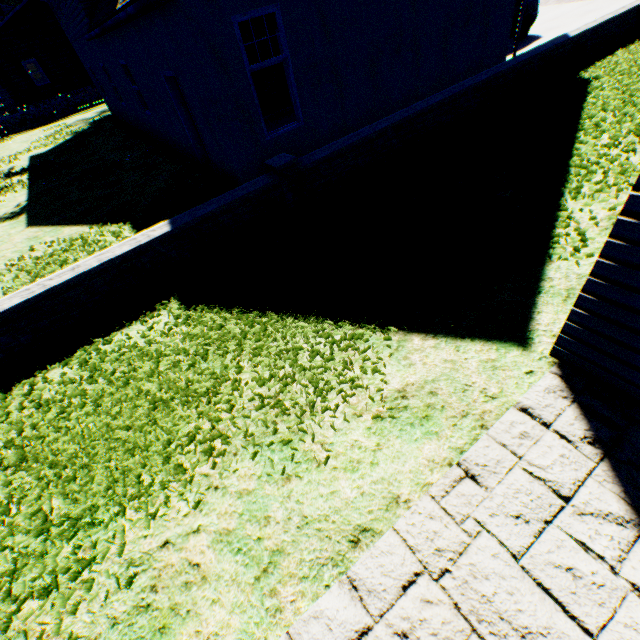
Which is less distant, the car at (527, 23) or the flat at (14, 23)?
the car at (527, 23)

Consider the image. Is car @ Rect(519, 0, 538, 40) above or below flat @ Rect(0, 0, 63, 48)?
below

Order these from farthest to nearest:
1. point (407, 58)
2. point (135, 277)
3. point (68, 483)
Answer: point (407, 58), point (135, 277), point (68, 483)

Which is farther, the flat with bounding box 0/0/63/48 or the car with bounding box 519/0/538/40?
the flat with bounding box 0/0/63/48

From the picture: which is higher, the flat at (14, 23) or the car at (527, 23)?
the flat at (14, 23)
